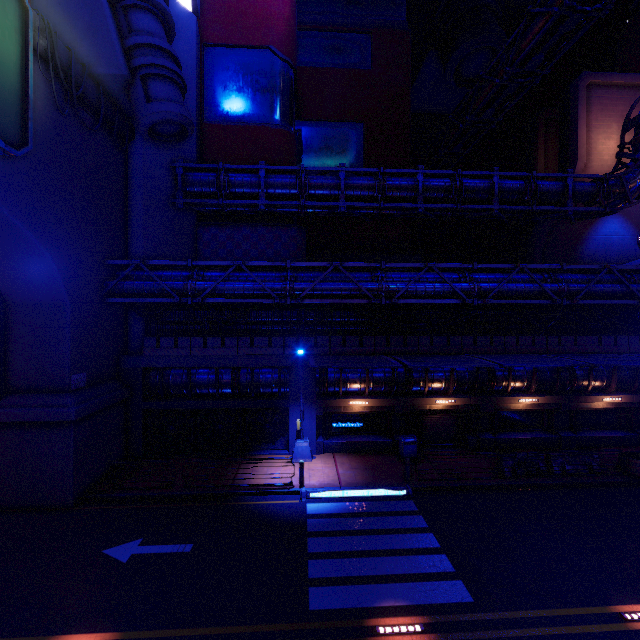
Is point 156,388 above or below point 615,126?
below

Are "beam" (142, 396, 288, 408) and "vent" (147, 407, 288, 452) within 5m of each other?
yes

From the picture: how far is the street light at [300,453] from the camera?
17.0 meters

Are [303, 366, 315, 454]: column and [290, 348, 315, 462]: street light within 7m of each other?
yes

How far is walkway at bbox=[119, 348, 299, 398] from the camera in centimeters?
1755cm

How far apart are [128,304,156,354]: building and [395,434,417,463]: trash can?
14.9 meters

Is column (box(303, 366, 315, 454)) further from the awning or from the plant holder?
the plant holder

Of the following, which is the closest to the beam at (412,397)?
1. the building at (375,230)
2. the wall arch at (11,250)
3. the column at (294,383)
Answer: the column at (294,383)
